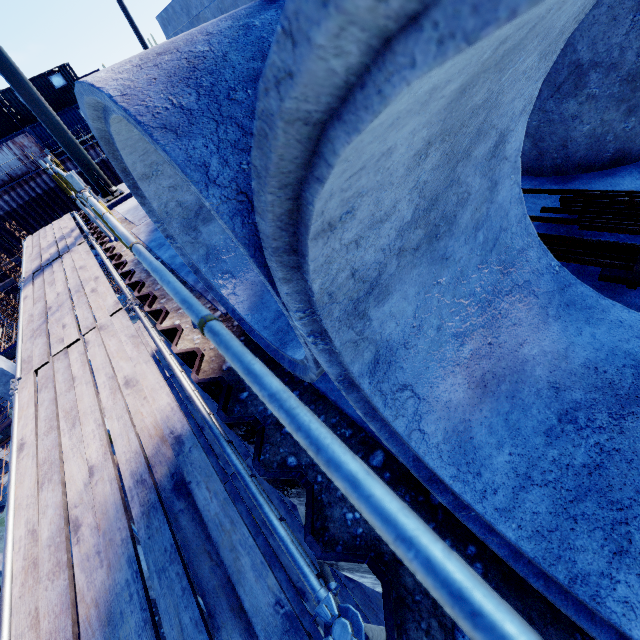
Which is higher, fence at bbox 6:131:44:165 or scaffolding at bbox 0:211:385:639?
fence at bbox 6:131:44:165

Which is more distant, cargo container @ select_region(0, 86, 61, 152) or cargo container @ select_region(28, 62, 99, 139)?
cargo container @ select_region(28, 62, 99, 139)

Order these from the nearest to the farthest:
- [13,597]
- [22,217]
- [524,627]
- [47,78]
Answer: [524,627]
[13,597]
[22,217]
[47,78]

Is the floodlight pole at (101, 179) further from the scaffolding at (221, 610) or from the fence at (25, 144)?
the fence at (25, 144)

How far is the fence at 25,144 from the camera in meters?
25.0 m

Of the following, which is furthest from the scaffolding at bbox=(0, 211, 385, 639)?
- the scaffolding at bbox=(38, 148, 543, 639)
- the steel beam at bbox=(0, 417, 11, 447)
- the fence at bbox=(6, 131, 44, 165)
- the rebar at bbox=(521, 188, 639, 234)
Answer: the fence at bbox=(6, 131, 44, 165)

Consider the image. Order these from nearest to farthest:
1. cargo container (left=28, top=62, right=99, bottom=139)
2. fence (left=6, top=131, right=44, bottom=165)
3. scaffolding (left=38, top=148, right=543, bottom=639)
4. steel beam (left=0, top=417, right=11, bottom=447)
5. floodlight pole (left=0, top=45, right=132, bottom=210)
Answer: scaffolding (left=38, top=148, right=543, bottom=639), floodlight pole (left=0, top=45, right=132, bottom=210), steel beam (left=0, top=417, right=11, bottom=447), fence (left=6, top=131, right=44, bottom=165), cargo container (left=28, top=62, right=99, bottom=139)

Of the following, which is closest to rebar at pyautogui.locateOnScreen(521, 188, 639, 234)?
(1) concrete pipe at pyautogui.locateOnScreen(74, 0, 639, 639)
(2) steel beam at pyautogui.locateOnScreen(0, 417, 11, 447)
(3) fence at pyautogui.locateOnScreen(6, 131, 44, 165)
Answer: (1) concrete pipe at pyautogui.locateOnScreen(74, 0, 639, 639)
